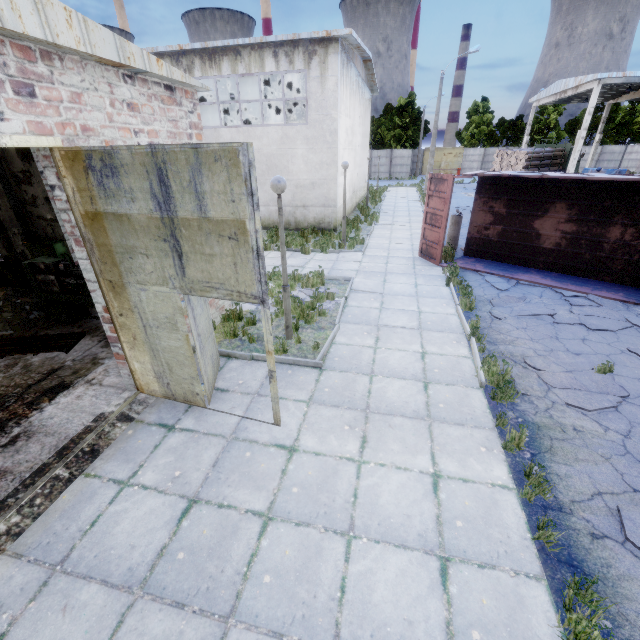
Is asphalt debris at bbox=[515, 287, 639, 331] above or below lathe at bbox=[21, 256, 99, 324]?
below

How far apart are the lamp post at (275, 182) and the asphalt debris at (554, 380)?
4.5m

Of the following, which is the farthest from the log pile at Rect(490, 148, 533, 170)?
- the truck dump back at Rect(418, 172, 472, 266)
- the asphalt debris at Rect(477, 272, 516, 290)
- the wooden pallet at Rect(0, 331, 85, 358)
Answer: the wooden pallet at Rect(0, 331, 85, 358)

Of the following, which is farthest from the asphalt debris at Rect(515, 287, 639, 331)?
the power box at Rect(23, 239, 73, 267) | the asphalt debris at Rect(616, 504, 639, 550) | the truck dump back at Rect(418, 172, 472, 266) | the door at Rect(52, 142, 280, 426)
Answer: the power box at Rect(23, 239, 73, 267)

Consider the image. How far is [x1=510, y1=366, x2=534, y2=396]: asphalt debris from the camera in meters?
5.7

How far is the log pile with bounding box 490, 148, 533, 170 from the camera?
27.07m

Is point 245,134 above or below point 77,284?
above

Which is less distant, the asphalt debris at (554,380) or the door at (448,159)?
the asphalt debris at (554,380)
